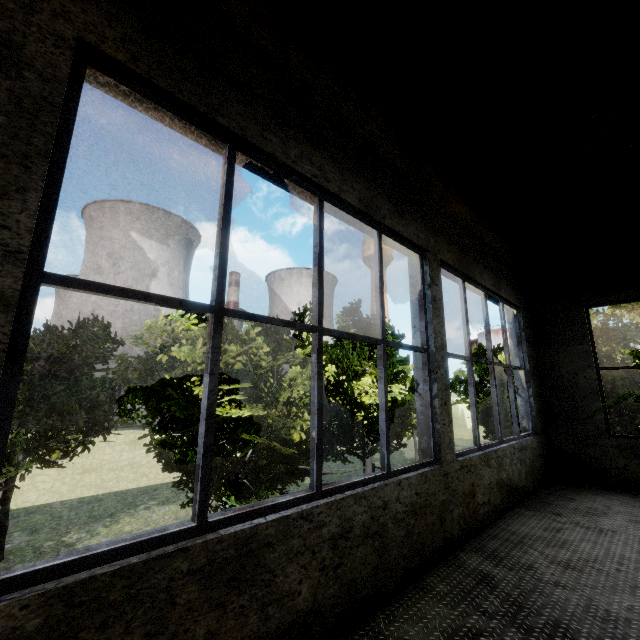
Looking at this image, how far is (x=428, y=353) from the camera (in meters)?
3.96

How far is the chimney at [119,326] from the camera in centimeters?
5894cm

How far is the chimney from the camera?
58.9m

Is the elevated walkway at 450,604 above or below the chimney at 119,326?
below

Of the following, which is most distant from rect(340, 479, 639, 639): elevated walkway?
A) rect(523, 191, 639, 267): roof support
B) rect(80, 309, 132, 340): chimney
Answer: rect(80, 309, 132, 340): chimney

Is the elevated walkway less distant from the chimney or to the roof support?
the roof support
